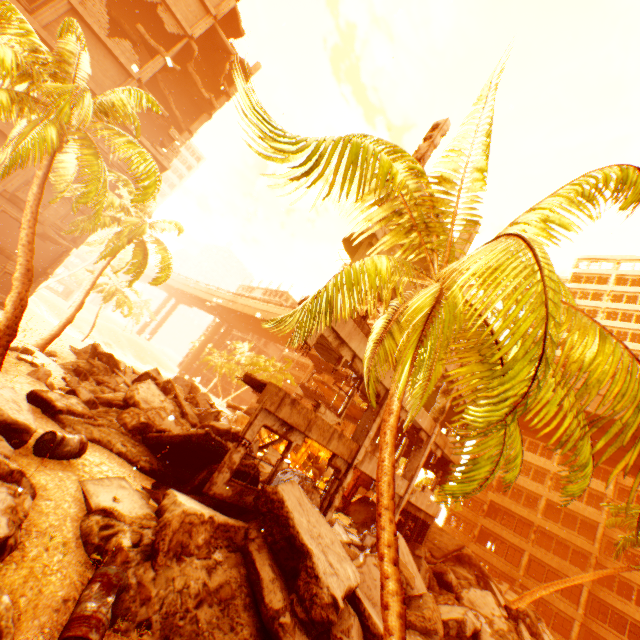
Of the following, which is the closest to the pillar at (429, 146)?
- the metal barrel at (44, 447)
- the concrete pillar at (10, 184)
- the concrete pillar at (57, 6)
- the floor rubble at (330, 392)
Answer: the metal barrel at (44, 447)

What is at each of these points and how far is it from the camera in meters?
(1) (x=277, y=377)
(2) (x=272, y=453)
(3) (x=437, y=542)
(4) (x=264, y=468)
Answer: (1) rubble, 48.4 m
(2) rock pile, 16.3 m
(3) floor rubble, 19.4 m
(4) rock pile, 14.9 m

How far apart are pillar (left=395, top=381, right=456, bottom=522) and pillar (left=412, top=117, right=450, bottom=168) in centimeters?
952cm

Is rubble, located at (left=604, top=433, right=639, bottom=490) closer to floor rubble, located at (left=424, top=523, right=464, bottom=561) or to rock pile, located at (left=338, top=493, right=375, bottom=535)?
rock pile, located at (left=338, top=493, right=375, bottom=535)

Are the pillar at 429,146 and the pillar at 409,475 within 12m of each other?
yes

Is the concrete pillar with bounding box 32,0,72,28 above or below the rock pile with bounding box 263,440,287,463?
above

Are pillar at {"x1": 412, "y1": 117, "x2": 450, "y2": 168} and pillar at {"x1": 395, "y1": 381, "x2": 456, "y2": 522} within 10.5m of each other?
yes

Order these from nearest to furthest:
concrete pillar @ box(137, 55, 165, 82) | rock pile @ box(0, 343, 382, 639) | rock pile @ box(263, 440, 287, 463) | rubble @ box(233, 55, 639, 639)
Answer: rubble @ box(233, 55, 639, 639) → rock pile @ box(0, 343, 382, 639) → rock pile @ box(263, 440, 287, 463) → concrete pillar @ box(137, 55, 165, 82)
